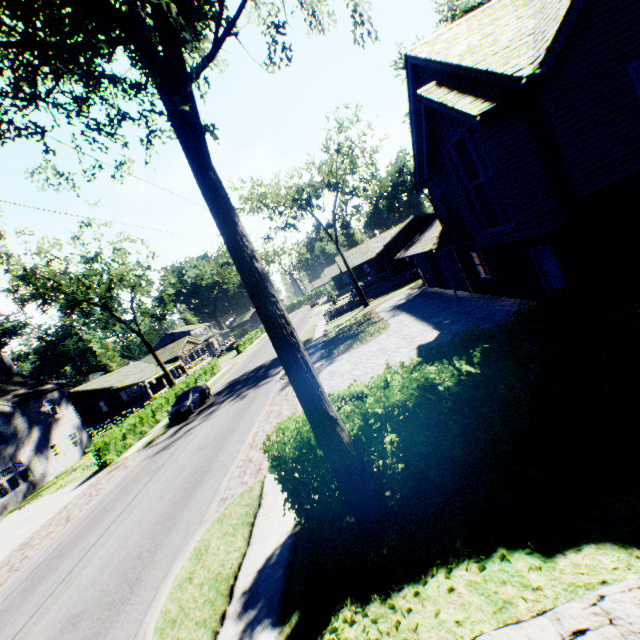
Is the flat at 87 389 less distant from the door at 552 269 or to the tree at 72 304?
the tree at 72 304

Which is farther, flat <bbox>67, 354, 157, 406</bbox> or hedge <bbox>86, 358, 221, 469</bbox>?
flat <bbox>67, 354, 157, 406</bbox>

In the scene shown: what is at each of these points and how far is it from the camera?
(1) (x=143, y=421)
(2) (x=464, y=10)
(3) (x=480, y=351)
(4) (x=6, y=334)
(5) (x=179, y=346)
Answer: (1) hedge, 25.66m
(2) plant, 36.19m
(3) hedge, 6.03m
(4) plant, 57.28m
(5) flat, 55.72m

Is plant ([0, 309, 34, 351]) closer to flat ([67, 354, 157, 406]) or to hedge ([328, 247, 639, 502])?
flat ([67, 354, 157, 406])

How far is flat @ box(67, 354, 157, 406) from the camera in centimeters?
4412cm

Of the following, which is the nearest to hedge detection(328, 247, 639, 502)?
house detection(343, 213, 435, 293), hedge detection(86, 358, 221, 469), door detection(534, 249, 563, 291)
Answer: door detection(534, 249, 563, 291)

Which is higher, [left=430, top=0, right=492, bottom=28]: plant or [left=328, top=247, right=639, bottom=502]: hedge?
[left=430, top=0, right=492, bottom=28]: plant

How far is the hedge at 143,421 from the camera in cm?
2158
